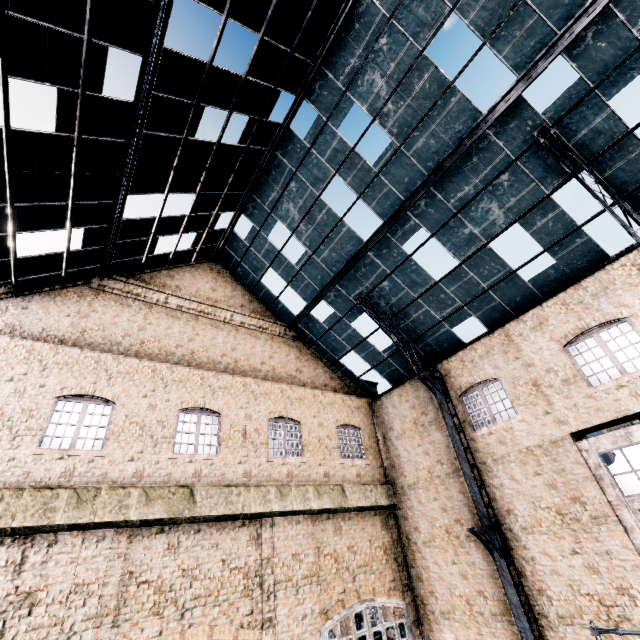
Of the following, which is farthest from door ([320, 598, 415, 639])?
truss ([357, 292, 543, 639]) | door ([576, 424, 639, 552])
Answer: door ([576, 424, 639, 552])

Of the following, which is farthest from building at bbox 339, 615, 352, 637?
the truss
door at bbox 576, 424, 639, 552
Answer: door at bbox 576, 424, 639, 552

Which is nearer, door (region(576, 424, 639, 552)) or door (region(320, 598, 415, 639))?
door (region(576, 424, 639, 552))

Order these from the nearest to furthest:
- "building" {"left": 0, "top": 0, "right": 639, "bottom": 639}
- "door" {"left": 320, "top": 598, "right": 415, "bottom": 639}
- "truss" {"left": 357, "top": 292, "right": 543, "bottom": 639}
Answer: "building" {"left": 0, "top": 0, "right": 639, "bottom": 639} < "truss" {"left": 357, "top": 292, "right": 543, "bottom": 639} < "door" {"left": 320, "top": 598, "right": 415, "bottom": 639}

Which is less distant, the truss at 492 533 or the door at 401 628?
the truss at 492 533

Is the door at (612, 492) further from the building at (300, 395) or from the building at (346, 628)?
the building at (346, 628)

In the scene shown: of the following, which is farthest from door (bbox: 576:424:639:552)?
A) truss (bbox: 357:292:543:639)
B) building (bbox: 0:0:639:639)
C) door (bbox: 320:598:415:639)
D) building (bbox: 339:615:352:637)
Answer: building (bbox: 339:615:352:637)

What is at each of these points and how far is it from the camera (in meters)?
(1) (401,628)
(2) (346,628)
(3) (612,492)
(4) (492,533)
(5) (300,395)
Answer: (1) door, 12.66
(2) building, 36.91
(3) door, 9.51
(4) truss, 11.29
(5) building, 15.96
